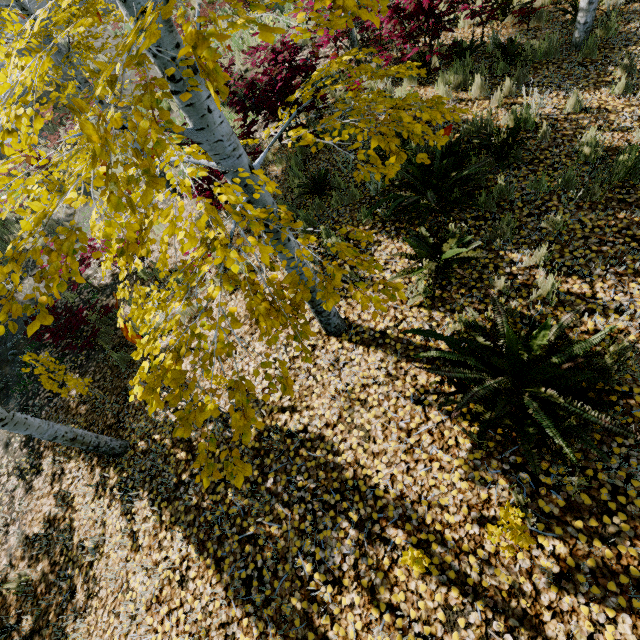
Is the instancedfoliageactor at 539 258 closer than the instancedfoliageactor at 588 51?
Yes

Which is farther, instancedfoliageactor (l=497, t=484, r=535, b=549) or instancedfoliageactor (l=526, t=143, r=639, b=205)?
instancedfoliageactor (l=526, t=143, r=639, b=205)

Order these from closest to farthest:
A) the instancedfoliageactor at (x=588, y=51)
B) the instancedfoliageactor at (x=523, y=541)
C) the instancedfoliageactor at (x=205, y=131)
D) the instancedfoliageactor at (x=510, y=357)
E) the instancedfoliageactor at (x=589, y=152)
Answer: the instancedfoliageactor at (x=205, y=131), the instancedfoliageactor at (x=523, y=541), the instancedfoliageactor at (x=510, y=357), the instancedfoliageactor at (x=589, y=152), the instancedfoliageactor at (x=588, y=51)

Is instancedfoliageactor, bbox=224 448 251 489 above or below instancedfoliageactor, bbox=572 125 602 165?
above

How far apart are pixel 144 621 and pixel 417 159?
4.89m

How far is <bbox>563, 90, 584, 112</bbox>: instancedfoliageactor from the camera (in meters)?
4.86
